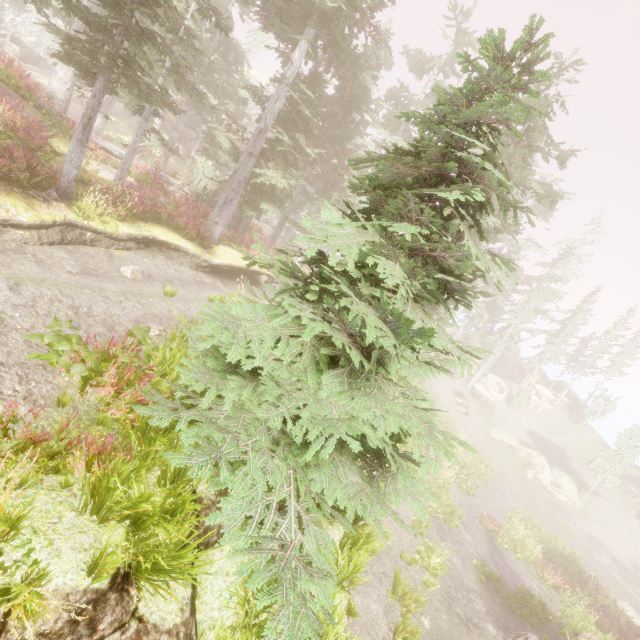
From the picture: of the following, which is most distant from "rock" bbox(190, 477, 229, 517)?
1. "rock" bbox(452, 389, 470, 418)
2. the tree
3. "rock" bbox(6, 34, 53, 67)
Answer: "rock" bbox(6, 34, 53, 67)

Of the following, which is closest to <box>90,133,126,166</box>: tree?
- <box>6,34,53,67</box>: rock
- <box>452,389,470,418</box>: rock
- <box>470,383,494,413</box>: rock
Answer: <box>6,34,53,67</box>: rock

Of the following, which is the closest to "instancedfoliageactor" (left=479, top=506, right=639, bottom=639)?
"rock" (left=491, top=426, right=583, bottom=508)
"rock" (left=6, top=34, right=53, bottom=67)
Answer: "rock" (left=6, top=34, right=53, bottom=67)

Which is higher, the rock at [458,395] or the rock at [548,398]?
the rock at [548,398]

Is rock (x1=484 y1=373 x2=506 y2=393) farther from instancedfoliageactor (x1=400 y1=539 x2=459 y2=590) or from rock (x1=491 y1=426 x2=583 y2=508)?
rock (x1=491 y1=426 x2=583 y2=508)

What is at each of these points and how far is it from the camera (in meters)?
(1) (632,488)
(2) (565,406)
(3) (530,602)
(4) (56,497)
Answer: (1) rock, 34.50
(2) rock, 46.59
(3) instancedfoliageactor, 14.75
(4) rock, 3.83

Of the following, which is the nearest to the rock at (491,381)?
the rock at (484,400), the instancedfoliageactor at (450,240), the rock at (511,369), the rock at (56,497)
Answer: the instancedfoliageactor at (450,240)

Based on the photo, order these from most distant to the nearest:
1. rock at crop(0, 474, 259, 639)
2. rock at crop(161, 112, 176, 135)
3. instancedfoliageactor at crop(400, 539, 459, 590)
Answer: rock at crop(161, 112, 176, 135) → instancedfoliageactor at crop(400, 539, 459, 590) → rock at crop(0, 474, 259, 639)
